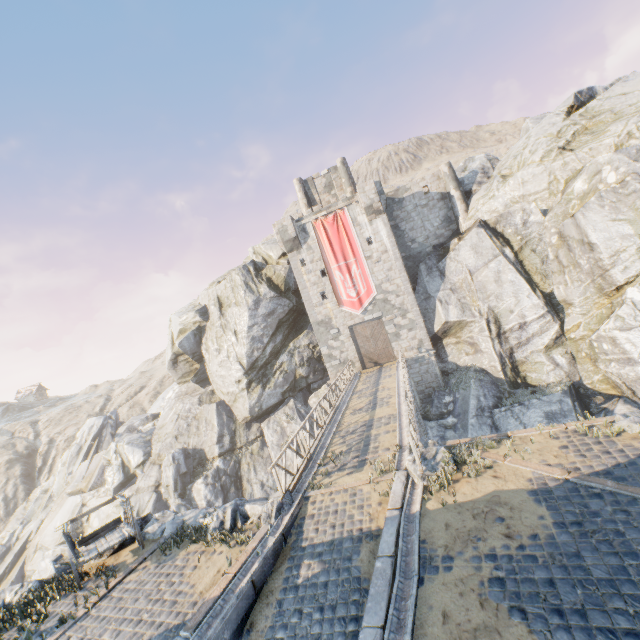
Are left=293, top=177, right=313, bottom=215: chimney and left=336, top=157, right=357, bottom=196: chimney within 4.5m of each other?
yes

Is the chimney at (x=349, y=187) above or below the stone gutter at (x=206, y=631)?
above

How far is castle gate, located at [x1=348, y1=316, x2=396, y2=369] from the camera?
27.12m

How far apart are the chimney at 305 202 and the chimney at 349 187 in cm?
319

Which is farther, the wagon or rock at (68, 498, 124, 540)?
rock at (68, 498, 124, 540)

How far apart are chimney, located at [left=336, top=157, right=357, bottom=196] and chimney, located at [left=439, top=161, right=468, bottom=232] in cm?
734

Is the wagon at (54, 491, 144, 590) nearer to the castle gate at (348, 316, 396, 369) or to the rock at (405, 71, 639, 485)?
the rock at (405, 71, 639, 485)

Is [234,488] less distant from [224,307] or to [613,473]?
[224,307]
